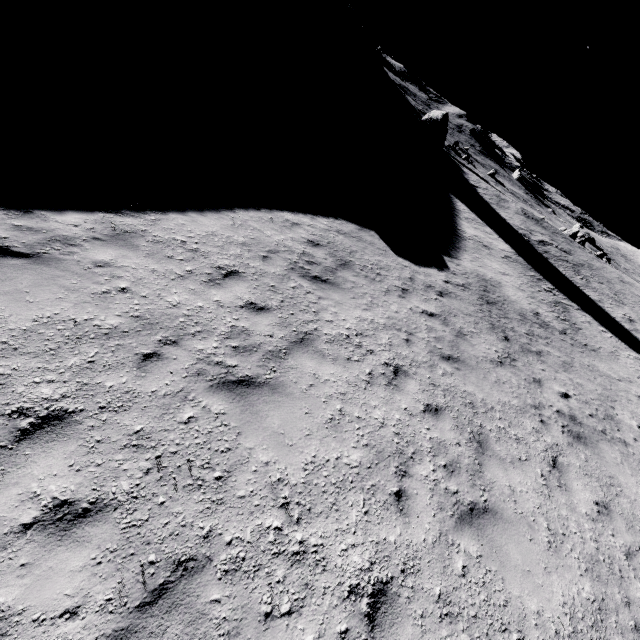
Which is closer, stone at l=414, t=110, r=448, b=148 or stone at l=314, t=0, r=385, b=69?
stone at l=414, t=110, r=448, b=148

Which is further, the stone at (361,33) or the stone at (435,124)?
the stone at (361,33)

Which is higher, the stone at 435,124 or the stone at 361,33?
the stone at 361,33

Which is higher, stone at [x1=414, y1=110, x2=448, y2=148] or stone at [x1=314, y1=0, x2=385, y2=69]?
stone at [x1=314, y1=0, x2=385, y2=69]

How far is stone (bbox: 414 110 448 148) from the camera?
42.32m

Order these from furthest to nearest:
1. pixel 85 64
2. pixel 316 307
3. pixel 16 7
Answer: pixel 16 7 → pixel 85 64 → pixel 316 307
